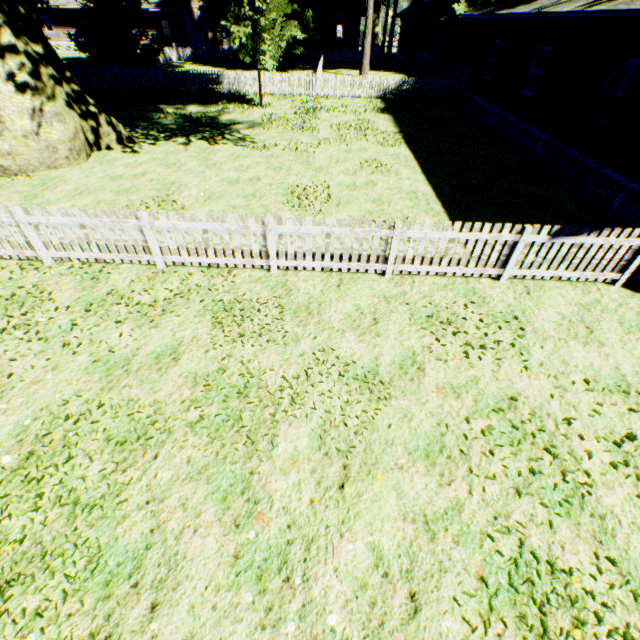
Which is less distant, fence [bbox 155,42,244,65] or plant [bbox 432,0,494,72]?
plant [bbox 432,0,494,72]

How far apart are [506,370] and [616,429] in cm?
153

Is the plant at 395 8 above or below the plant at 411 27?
above

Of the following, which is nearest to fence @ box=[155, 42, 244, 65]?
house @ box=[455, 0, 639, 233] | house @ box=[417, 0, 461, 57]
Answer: house @ box=[455, 0, 639, 233]

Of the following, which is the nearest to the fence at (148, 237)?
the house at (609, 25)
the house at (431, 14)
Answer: the house at (609, 25)

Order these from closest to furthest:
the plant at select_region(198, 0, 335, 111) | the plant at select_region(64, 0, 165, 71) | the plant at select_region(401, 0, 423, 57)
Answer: the plant at select_region(198, 0, 335, 111)
the plant at select_region(64, 0, 165, 71)
the plant at select_region(401, 0, 423, 57)

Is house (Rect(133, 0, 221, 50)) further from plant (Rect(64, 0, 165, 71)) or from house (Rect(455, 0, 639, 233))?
house (Rect(455, 0, 639, 233))

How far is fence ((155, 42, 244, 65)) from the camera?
35.75m
